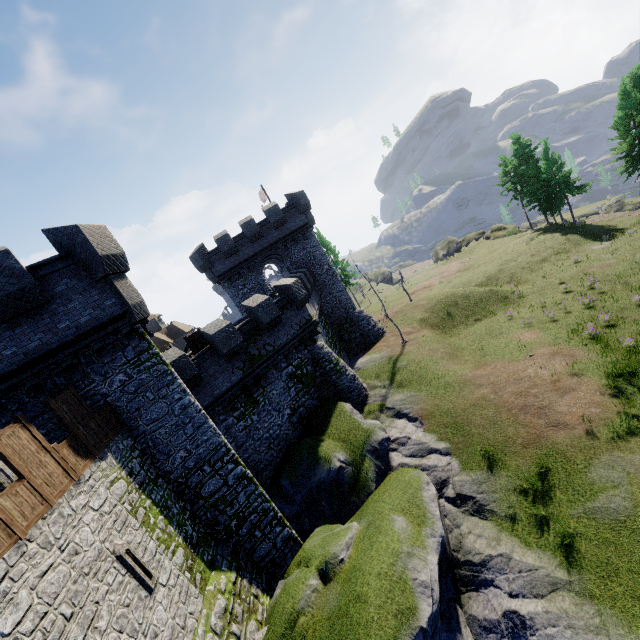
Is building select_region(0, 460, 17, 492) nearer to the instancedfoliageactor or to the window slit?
the window slit

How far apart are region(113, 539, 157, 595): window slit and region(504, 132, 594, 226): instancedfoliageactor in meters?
51.7

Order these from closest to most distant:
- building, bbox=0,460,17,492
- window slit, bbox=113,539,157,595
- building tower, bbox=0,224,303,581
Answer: window slit, bbox=113,539,157,595 → building tower, bbox=0,224,303,581 → building, bbox=0,460,17,492

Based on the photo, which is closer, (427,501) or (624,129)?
(427,501)

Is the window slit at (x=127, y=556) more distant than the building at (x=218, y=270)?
No

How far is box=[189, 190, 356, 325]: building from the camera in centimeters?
2834cm

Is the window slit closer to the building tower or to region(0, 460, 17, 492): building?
the building tower

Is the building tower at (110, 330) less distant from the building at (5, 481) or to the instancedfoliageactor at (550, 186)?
the building at (5, 481)
